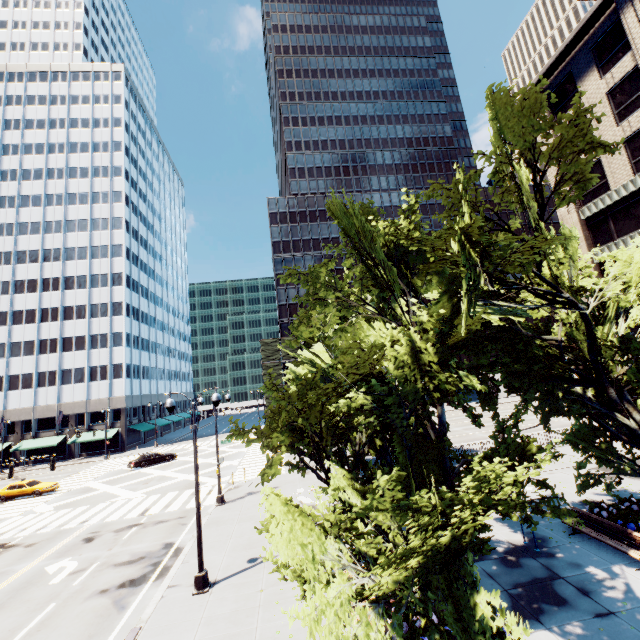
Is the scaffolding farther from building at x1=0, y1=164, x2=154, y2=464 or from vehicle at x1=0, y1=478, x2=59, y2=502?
vehicle at x1=0, y1=478, x2=59, y2=502

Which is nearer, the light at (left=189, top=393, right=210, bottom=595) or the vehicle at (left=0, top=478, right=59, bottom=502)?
the light at (left=189, top=393, right=210, bottom=595)

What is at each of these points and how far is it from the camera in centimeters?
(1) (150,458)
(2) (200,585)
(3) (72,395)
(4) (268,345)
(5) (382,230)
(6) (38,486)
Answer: (1) vehicle, 3819cm
(2) light, 1204cm
(3) building, 5325cm
(4) scaffolding, 5534cm
(5) tree, 981cm
(6) vehicle, 3048cm

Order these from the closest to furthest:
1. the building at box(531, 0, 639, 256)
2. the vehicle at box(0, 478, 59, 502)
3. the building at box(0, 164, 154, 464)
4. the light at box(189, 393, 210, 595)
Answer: the light at box(189, 393, 210, 595), the building at box(531, 0, 639, 256), the vehicle at box(0, 478, 59, 502), the building at box(0, 164, 154, 464)

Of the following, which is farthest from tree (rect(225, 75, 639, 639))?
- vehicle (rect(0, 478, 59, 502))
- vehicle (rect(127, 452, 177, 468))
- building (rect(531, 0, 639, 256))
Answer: vehicle (rect(127, 452, 177, 468))

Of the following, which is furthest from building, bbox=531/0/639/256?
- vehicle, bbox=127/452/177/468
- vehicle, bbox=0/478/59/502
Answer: vehicle, bbox=0/478/59/502

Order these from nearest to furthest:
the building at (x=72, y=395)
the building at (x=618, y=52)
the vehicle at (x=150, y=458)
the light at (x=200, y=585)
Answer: the light at (x=200, y=585) → the building at (x=618, y=52) → the vehicle at (x=150, y=458) → the building at (x=72, y=395)

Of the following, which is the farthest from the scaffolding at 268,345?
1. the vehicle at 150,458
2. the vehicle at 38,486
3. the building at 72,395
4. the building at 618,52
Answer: the building at 618,52
